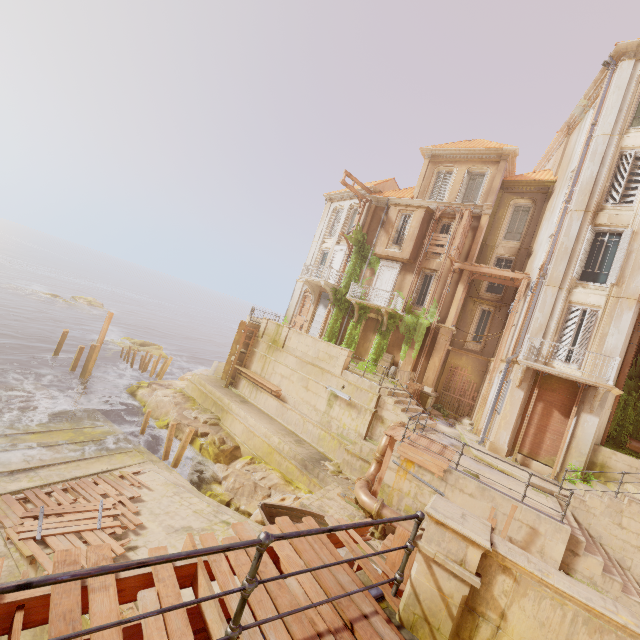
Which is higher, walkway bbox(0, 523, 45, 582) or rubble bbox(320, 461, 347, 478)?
rubble bbox(320, 461, 347, 478)

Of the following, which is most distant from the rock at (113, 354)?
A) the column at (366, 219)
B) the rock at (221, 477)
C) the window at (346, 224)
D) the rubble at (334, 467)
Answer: the rubble at (334, 467)

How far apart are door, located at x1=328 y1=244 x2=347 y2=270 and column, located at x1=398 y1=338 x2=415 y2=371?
7.33m

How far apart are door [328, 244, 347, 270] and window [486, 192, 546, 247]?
10.0 meters

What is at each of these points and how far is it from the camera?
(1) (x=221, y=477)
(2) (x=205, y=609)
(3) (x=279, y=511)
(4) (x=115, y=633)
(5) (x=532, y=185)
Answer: (1) rock, 16.64m
(2) wood, 2.80m
(3) boat, 11.91m
(4) wood, 2.24m
(5) trim, 21.42m

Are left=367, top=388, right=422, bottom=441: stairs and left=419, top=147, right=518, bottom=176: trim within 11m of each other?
no

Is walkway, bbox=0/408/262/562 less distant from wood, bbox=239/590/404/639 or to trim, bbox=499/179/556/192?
wood, bbox=239/590/404/639

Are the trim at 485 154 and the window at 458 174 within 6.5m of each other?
yes
